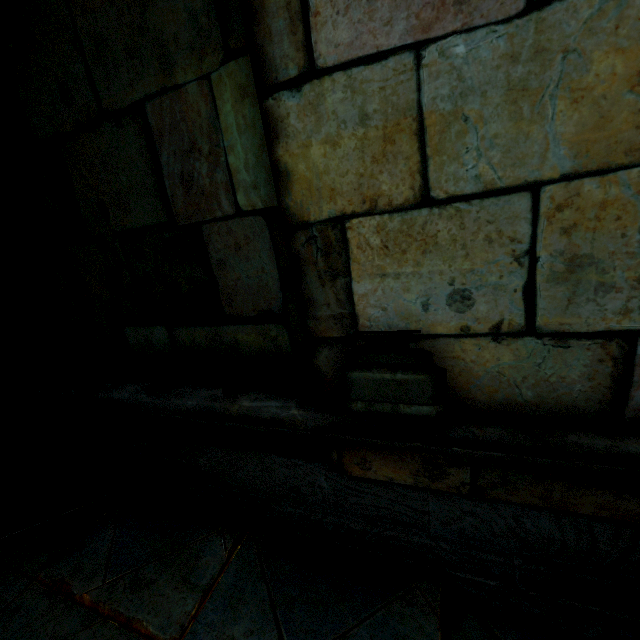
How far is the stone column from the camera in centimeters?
100cm

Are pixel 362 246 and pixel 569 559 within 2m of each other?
yes

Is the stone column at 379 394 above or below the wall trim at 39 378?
above

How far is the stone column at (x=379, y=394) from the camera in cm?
100

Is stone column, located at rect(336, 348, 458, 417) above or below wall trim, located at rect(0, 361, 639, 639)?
above

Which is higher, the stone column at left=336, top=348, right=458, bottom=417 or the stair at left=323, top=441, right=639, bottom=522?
the stone column at left=336, top=348, right=458, bottom=417

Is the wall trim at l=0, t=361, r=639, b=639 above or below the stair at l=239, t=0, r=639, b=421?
below

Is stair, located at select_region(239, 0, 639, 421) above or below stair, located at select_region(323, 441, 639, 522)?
above
